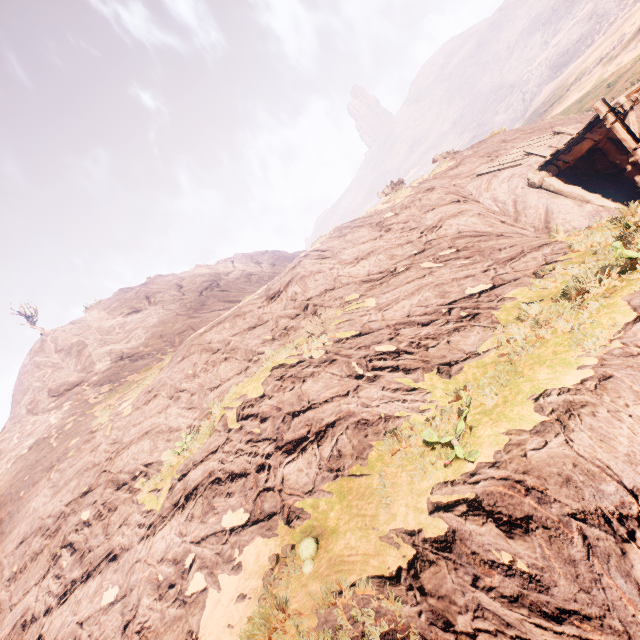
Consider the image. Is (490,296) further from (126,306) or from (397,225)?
(126,306)
